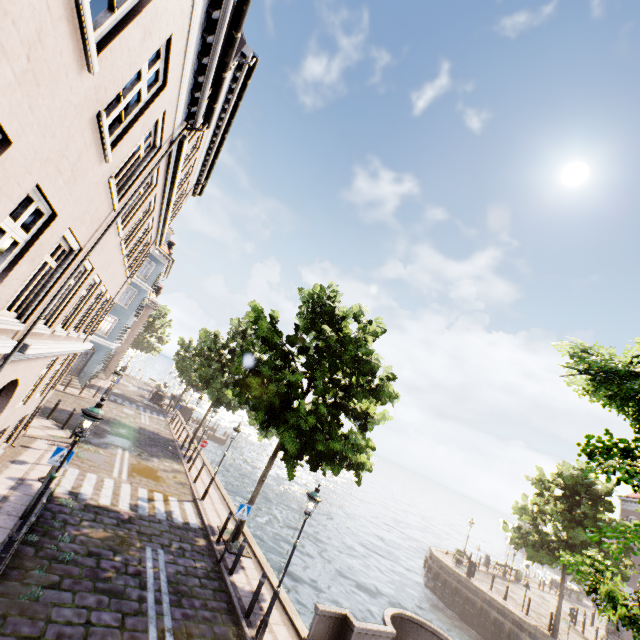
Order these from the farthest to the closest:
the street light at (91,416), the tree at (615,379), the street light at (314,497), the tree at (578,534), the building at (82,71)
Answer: the street light at (314,497) < the street light at (91,416) < the tree at (615,379) < the building at (82,71) < the tree at (578,534)

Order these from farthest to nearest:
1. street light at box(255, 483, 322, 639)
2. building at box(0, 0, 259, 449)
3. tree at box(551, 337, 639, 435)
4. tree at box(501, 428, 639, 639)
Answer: street light at box(255, 483, 322, 639)
tree at box(551, 337, 639, 435)
building at box(0, 0, 259, 449)
tree at box(501, 428, 639, 639)

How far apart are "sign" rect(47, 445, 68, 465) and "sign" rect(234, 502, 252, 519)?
5.4m

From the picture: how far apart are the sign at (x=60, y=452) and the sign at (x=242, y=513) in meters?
5.4 m

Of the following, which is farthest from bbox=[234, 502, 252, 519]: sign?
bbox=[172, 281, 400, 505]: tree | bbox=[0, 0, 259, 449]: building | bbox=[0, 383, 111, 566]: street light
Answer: bbox=[0, 0, 259, 449]: building

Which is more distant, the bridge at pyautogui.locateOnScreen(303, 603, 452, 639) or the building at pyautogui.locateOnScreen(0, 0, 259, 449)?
the bridge at pyautogui.locateOnScreen(303, 603, 452, 639)

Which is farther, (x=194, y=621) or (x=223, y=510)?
(x=223, y=510)

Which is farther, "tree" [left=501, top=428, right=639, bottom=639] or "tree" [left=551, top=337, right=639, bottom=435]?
"tree" [left=551, top=337, right=639, bottom=435]
